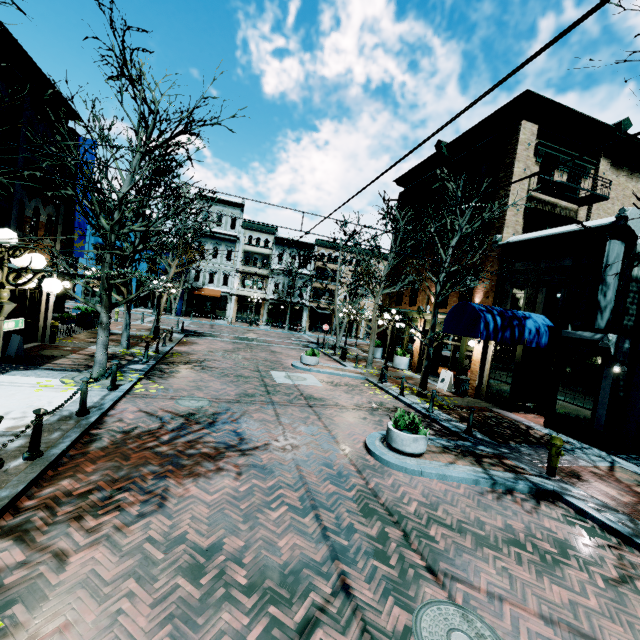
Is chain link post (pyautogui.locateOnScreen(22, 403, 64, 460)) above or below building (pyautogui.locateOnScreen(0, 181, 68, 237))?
below

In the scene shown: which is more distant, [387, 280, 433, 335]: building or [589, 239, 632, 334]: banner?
[387, 280, 433, 335]: building

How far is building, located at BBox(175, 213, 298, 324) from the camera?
37.56m

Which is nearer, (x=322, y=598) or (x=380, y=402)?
(x=322, y=598)

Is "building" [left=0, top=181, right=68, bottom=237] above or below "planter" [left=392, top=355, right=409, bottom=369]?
above

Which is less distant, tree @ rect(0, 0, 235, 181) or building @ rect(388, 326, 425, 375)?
tree @ rect(0, 0, 235, 181)

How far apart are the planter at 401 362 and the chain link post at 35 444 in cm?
1792

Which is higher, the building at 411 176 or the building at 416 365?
the building at 411 176
